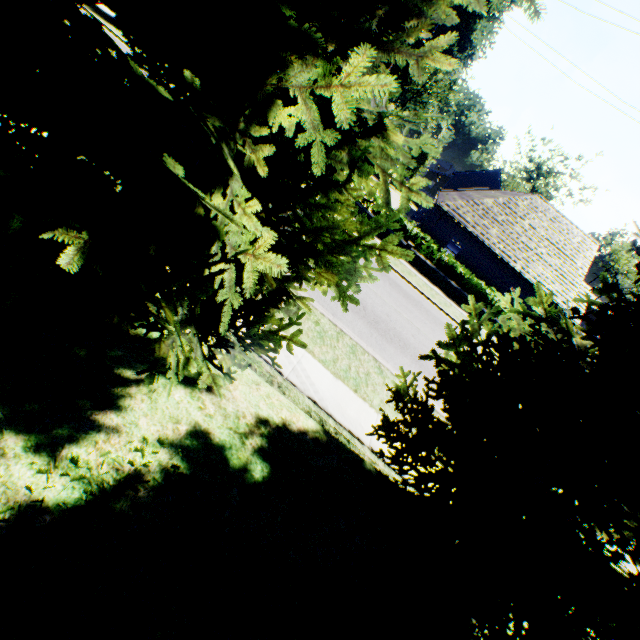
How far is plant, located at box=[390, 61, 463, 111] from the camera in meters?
52.7 m

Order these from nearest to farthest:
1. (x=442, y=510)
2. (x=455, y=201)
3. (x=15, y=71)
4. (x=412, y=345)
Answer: (x=15, y=71)
(x=442, y=510)
(x=412, y=345)
(x=455, y=201)

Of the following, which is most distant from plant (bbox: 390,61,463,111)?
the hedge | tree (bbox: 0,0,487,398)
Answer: the hedge

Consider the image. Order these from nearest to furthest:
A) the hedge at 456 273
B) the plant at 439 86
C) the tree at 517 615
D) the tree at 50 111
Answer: the tree at 50 111
the tree at 517 615
the hedge at 456 273
the plant at 439 86

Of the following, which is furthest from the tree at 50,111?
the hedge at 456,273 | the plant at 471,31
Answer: the hedge at 456,273

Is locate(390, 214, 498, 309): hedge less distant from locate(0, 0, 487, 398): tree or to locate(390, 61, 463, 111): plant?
locate(0, 0, 487, 398): tree

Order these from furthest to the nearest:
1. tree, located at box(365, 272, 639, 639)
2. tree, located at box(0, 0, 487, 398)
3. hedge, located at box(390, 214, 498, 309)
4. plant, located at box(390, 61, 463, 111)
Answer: plant, located at box(390, 61, 463, 111), hedge, located at box(390, 214, 498, 309), tree, located at box(365, 272, 639, 639), tree, located at box(0, 0, 487, 398)
